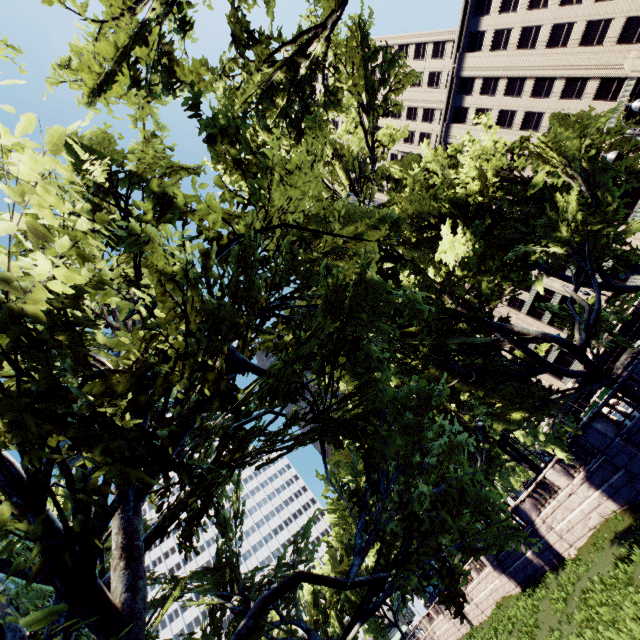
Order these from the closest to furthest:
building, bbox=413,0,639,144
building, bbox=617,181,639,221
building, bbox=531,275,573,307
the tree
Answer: the tree → building, bbox=413,0,639,144 → building, bbox=617,181,639,221 → building, bbox=531,275,573,307

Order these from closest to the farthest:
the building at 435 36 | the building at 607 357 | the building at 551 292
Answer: the building at 435 36 → the building at 607 357 → the building at 551 292

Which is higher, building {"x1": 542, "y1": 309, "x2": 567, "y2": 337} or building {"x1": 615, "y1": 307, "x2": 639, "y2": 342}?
building {"x1": 542, "y1": 309, "x2": 567, "y2": 337}

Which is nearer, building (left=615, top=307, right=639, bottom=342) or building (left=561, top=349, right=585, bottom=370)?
building (left=615, top=307, right=639, bottom=342)

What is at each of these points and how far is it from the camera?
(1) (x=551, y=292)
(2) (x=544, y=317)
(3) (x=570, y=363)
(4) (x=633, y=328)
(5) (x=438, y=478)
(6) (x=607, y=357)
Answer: (1) building, 57.4 meters
(2) building, 59.8 meters
(3) building, 59.6 meters
(4) building, 49.3 meters
(5) tree, 7.1 meters
(6) building, 53.7 meters

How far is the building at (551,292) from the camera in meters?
55.1 m

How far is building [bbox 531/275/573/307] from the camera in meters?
55.1 m
